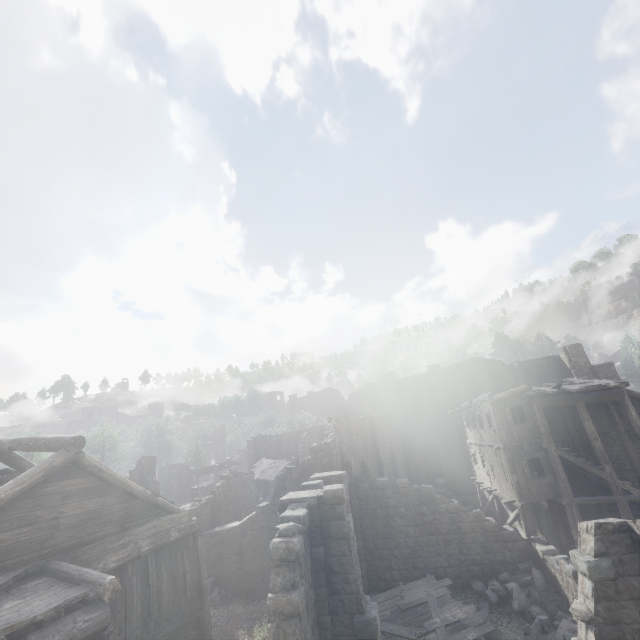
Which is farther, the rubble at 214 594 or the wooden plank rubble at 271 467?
the wooden plank rubble at 271 467

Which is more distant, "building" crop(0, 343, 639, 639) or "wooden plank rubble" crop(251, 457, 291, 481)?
"wooden plank rubble" crop(251, 457, 291, 481)

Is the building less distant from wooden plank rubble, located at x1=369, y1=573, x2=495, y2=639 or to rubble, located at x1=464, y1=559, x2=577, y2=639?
rubble, located at x1=464, y1=559, x2=577, y2=639

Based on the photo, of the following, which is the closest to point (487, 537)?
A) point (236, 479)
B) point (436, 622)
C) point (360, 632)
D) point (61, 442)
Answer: point (436, 622)

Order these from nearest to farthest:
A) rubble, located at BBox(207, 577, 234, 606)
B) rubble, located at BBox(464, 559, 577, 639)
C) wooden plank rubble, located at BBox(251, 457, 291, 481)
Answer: rubble, located at BBox(464, 559, 577, 639)
rubble, located at BBox(207, 577, 234, 606)
wooden plank rubble, located at BBox(251, 457, 291, 481)

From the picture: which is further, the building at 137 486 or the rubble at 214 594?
the rubble at 214 594

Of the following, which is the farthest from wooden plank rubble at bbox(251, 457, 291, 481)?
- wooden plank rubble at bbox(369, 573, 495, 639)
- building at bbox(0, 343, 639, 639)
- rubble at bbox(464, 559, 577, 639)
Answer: rubble at bbox(464, 559, 577, 639)

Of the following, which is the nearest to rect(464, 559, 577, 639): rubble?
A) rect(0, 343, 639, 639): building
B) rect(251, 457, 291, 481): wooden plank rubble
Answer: rect(0, 343, 639, 639): building
